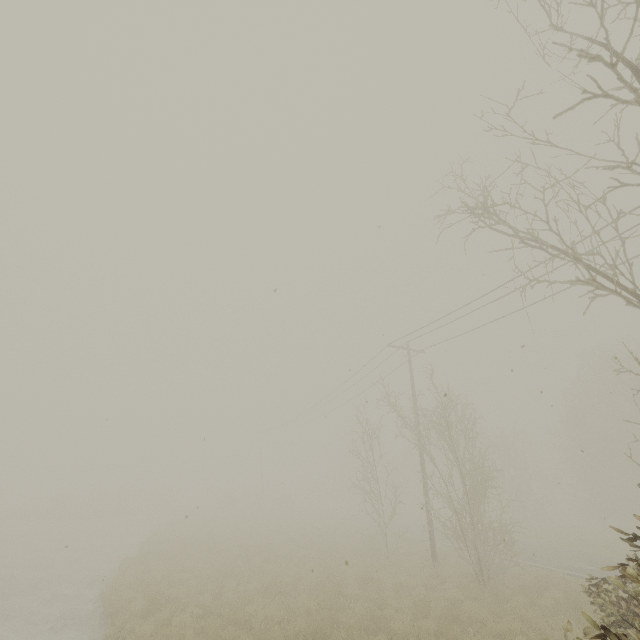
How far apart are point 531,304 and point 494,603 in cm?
1132
